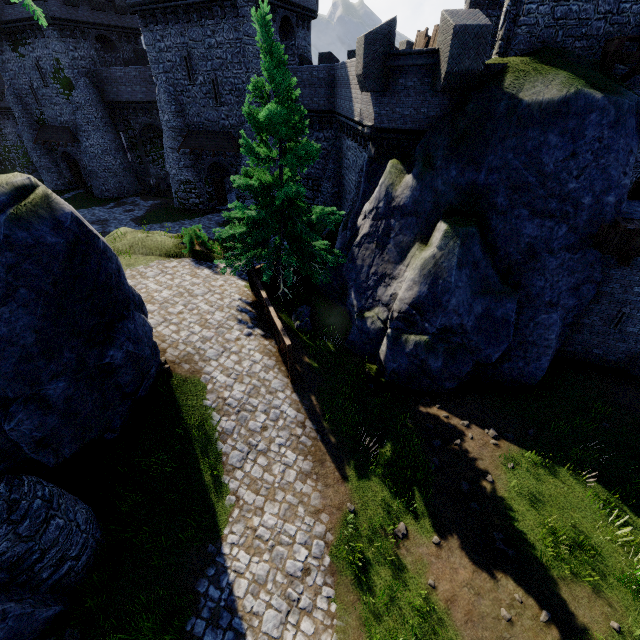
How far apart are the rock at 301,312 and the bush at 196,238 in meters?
5.8

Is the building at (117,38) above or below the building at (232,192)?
above

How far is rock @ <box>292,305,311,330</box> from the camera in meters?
15.0 m

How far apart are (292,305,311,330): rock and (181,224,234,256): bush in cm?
578

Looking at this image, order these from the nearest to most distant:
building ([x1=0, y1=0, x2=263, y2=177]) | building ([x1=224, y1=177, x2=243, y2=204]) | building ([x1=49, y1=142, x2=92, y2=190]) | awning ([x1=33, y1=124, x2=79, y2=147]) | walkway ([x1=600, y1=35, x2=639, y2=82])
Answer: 1. walkway ([x1=600, y1=35, x2=639, y2=82])
2. building ([x1=0, y1=0, x2=263, y2=177])
3. building ([x1=224, y1=177, x2=243, y2=204])
4. awning ([x1=33, y1=124, x2=79, y2=147])
5. building ([x1=49, y1=142, x2=92, y2=190])

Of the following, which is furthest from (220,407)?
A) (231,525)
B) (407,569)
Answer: (407,569)

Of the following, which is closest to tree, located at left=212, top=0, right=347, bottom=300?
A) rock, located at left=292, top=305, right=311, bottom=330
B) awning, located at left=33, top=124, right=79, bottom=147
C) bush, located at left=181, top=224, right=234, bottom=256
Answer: rock, located at left=292, top=305, right=311, bottom=330

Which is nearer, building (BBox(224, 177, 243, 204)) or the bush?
the bush
